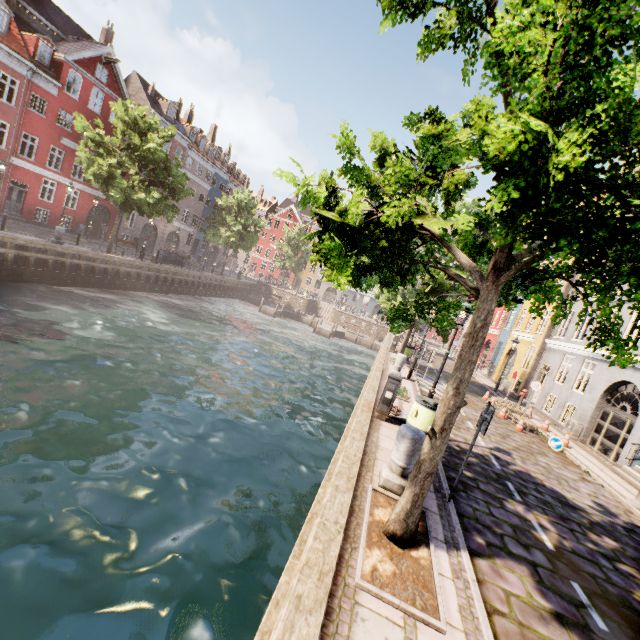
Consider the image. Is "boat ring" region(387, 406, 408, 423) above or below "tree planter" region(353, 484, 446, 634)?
above

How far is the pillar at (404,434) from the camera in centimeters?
543cm

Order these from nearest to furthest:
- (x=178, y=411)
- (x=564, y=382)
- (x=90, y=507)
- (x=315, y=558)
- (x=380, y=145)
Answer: (x=315, y=558) < (x=380, y=145) < (x=90, y=507) < (x=178, y=411) < (x=564, y=382)

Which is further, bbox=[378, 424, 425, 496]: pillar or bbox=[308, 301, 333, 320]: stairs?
bbox=[308, 301, 333, 320]: stairs

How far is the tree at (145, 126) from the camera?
20.5m

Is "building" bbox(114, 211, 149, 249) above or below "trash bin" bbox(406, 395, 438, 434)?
above

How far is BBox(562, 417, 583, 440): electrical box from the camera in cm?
1496

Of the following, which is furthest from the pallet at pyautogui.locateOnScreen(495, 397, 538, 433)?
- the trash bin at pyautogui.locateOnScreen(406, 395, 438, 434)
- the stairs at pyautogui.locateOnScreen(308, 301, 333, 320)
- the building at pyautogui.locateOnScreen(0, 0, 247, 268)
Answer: the building at pyautogui.locateOnScreen(0, 0, 247, 268)
